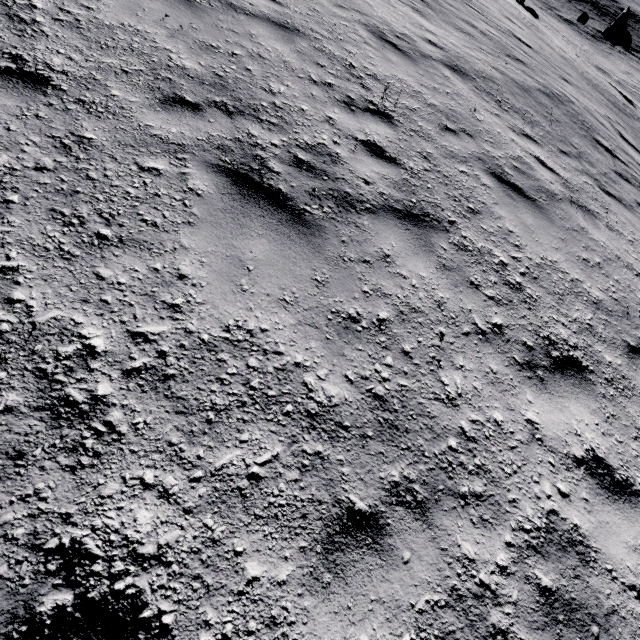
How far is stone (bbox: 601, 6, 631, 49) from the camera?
27.4 meters

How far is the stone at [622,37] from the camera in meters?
27.4

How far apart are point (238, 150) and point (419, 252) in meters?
2.1
